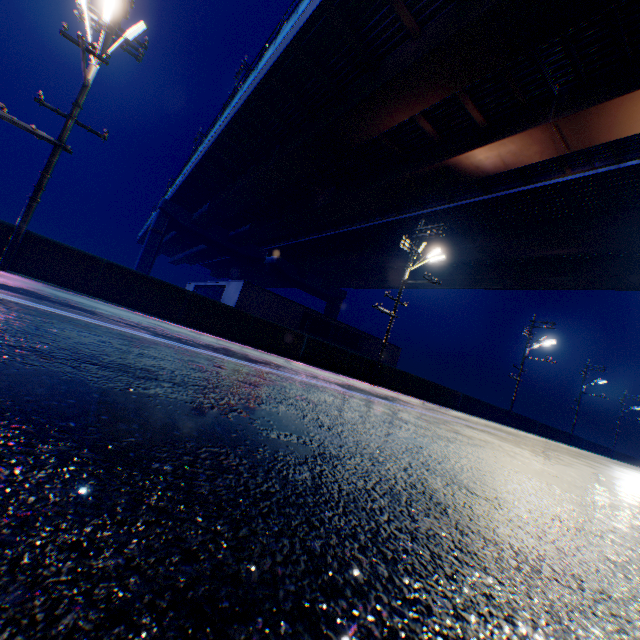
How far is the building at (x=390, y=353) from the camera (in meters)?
33.16

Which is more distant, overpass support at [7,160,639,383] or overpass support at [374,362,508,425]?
overpass support at [374,362,508,425]

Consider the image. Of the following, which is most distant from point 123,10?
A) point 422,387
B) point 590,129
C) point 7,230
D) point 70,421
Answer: point 422,387

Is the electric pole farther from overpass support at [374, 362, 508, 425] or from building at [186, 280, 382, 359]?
building at [186, 280, 382, 359]

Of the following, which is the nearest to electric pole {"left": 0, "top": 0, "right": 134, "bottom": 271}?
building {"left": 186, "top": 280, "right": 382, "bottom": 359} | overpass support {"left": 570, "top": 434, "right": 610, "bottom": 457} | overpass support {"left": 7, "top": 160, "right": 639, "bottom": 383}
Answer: overpass support {"left": 7, "top": 160, "right": 639, "bottom": 383}

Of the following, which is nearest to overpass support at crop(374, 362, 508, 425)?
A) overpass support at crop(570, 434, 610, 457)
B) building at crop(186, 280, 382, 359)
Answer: overpass support at crop(570, 434, 610, 457)
